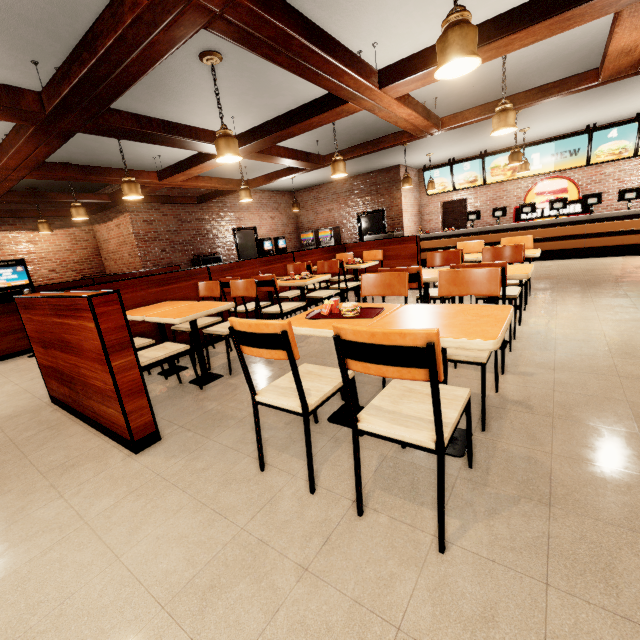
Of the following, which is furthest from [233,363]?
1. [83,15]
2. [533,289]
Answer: [533,289]
